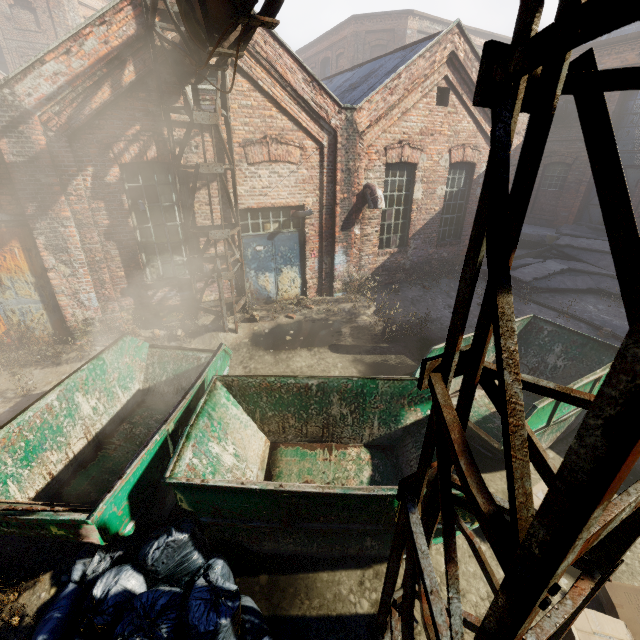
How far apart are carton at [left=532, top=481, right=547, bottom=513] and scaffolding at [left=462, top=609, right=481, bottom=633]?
1.6 meters

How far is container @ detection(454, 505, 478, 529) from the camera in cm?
335

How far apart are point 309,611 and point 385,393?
2.7 meters

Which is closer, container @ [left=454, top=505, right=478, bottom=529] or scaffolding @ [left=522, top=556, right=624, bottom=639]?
scaffolding @ [left=522, top=556, right=624, bottom=639]

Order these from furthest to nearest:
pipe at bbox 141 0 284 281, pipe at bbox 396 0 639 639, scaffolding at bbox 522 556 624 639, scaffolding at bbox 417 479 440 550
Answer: pipe at bbox 141 0 284 281 < scaffolding at bbox 417 479 440 550 < scaffolding at bbox 522 556 624 639 < pipe at bbox 396 0 639 639

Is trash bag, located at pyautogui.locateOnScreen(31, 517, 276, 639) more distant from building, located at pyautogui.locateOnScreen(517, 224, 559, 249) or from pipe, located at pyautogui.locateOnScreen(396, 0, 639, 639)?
building, located at pyautogui.locateOnScreen(517, 224, 559, 249)

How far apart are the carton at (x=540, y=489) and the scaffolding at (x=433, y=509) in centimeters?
156cm

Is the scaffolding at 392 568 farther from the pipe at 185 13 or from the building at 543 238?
the building at 543 238
